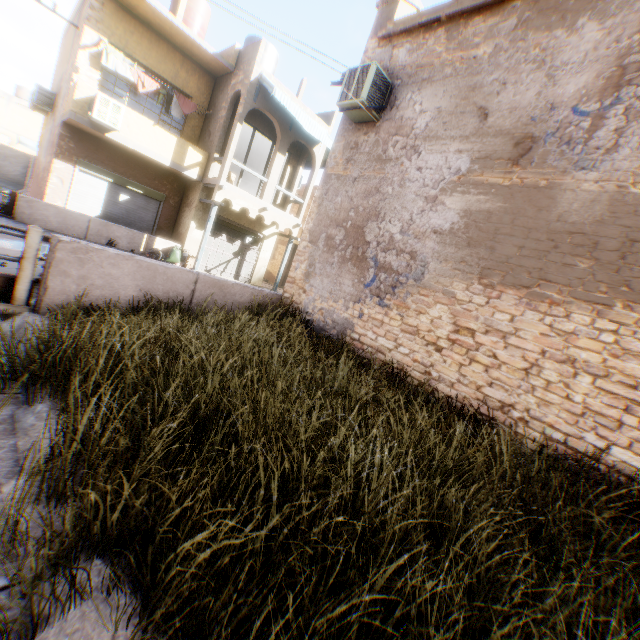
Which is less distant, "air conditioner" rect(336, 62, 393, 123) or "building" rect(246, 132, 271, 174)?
"air conditioner" rect(336, 62, 393, 123)

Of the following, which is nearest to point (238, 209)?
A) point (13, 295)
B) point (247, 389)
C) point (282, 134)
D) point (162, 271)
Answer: point (282, 134)

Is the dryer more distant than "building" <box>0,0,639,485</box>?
Yes

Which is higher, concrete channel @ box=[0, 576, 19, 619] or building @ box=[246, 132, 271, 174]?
building @ box=[246, 132, 271, 174]

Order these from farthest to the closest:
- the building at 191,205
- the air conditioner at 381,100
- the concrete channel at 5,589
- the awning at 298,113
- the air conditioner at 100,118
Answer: the awning at 298,113 < the air conditioner at 100,118 < the air conditioner at 381,100 < the building at 191,205 < the concrete channel at 5,589

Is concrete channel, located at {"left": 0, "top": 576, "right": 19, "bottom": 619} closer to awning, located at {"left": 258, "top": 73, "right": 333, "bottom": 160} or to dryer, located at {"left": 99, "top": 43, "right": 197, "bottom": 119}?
awning, located at {"left": 258, "top": 73, "right": 333, "bottom": 160}

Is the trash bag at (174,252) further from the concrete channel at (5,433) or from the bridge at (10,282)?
the bridge at (10,282)

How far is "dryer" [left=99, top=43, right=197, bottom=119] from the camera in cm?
1159
